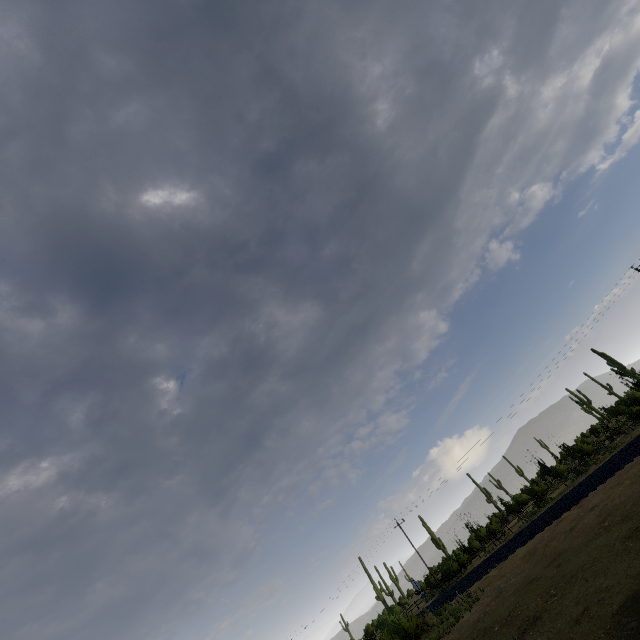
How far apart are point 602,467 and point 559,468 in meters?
17.6 m
